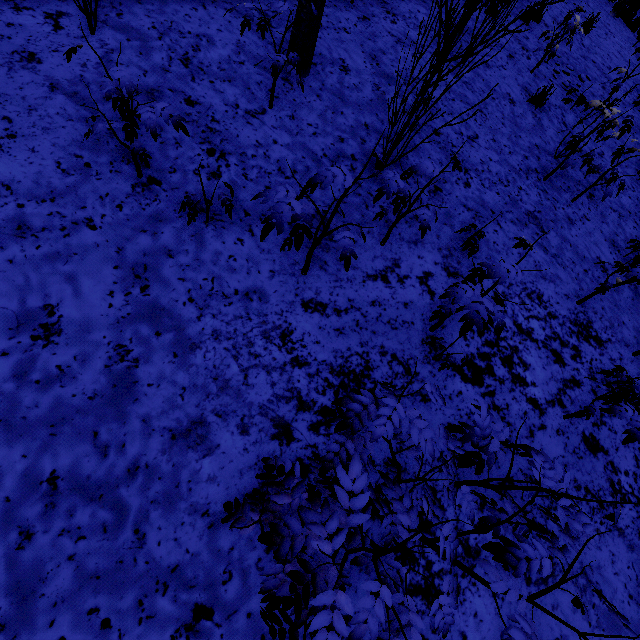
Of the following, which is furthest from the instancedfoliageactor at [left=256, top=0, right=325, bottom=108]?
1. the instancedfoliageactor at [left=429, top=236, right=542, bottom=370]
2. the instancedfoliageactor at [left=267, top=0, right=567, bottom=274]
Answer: the instancedfoliageactor at [left=429, top=236, right=542, bottom=370]

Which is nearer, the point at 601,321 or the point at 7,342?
the point at 7,342

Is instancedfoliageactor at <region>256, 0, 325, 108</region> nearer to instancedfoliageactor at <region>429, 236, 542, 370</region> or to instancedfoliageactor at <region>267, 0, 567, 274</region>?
instancedfoliageactor at <region>267, 0, 567, 274</region>

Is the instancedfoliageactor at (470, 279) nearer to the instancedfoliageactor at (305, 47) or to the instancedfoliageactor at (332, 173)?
the instancedfoliageactor at (332, 173)

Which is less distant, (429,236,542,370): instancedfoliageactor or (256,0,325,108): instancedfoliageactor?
(429,236,542,370): instancedfoliageactor
